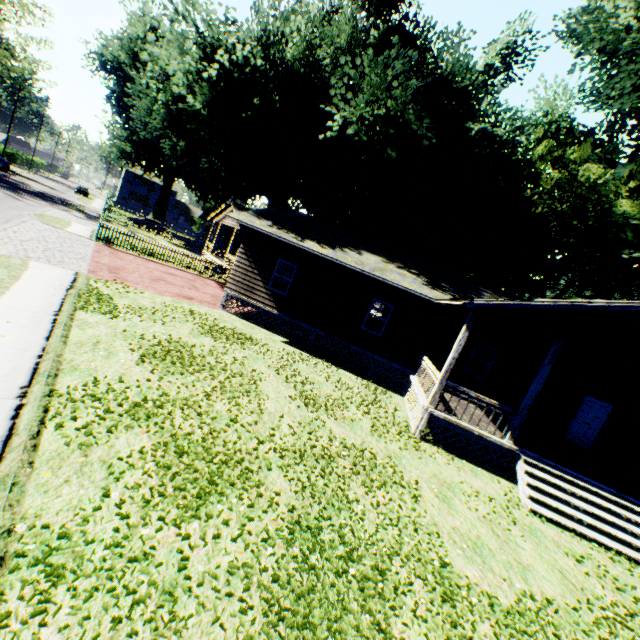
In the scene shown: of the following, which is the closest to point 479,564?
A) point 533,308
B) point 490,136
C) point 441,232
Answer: point 533,308

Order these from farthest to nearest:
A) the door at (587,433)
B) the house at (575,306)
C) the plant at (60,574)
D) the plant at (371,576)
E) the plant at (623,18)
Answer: the plant at (623,18), the door at (587,433), the house at (575,306), the plant at (371,576), the plant at (60,574)

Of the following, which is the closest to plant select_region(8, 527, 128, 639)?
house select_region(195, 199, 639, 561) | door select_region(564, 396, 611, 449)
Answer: house select_region(195, 199, 639, 561)

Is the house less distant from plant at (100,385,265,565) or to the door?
the door

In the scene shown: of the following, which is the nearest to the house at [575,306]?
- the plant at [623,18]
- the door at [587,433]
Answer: the door at [587,433]
